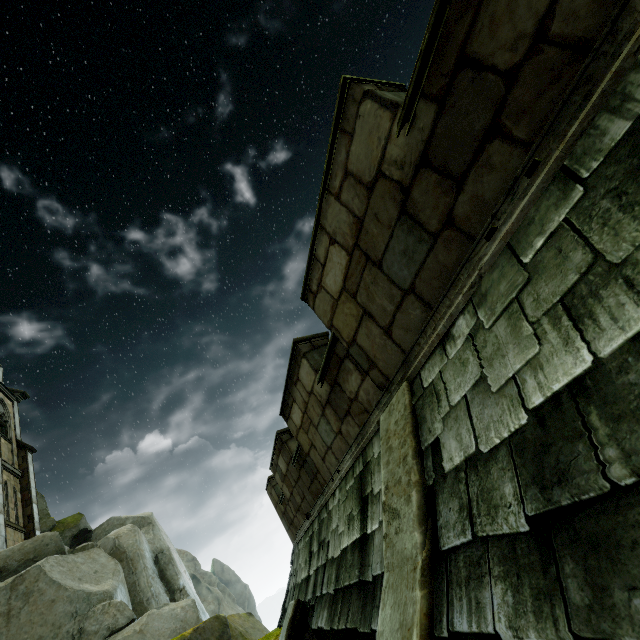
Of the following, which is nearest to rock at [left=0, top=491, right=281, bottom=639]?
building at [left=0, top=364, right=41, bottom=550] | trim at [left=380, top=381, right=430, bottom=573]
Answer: building at [left=0, top=364, right=41, bottom=550]

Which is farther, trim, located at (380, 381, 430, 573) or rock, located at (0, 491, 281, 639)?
rock, located at (0, 491, 281, 639)

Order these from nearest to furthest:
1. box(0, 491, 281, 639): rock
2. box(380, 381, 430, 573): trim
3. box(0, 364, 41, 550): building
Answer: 1. box(380, 381, 430, 573): trim
2. box(0, 491, 281, 639): rock
3. box(0, 364, 41, 550): building

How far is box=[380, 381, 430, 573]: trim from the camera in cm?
223

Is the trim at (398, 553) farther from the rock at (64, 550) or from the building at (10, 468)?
the building at (10, 468)

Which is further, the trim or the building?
the building

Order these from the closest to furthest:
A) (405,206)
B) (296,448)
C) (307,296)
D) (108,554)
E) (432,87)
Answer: (432,87) → (405,206) → (307,296) → (296,448) → (108,554)

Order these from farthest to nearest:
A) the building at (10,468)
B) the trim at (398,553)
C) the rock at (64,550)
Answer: the building at (10,468) → the rock at (64,550) → the trim at (398,553)
